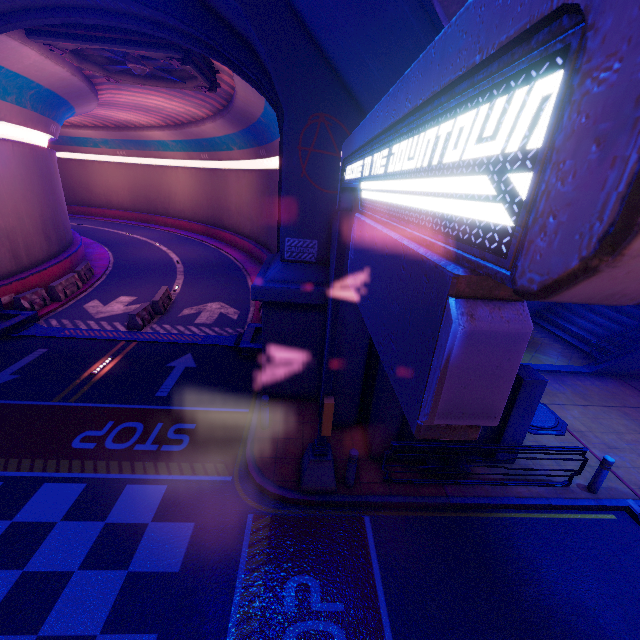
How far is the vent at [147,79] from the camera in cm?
1152

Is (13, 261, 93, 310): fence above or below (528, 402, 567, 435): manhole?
above

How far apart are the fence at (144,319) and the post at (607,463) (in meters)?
16.90

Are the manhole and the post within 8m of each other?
yes

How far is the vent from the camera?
11.5m

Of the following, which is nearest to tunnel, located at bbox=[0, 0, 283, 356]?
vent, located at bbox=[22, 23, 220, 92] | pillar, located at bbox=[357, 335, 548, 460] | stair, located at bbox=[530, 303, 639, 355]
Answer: vent, located at bbox=[22, 23, 220, 92]

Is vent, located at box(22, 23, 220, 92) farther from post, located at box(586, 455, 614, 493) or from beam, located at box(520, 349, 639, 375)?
post, located at box(586, 455, 614, 493)

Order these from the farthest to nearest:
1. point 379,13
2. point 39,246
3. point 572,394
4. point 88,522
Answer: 1. point 39,246
2. point 572,394
3. point 88,522
4. point 379,13
